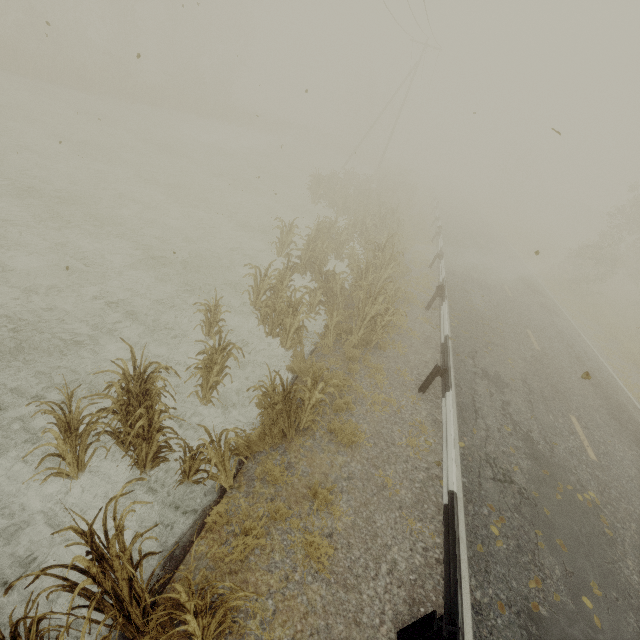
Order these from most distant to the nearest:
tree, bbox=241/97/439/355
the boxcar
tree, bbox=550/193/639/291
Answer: the boxcar, tree, bbox=550/193/639/291, tree, bbox=241/97/439/355

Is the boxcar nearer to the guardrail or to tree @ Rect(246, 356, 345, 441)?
the guardrail

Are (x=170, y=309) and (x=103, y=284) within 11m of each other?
yes

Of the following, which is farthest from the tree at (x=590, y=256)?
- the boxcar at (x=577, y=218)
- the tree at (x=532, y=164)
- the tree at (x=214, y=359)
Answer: the tree at (x=532, y=164)

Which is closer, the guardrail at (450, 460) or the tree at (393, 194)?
the guardrail at (450, 460)

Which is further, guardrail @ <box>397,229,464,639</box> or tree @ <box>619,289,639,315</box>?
tree @ <box>619,289,639,315</box>

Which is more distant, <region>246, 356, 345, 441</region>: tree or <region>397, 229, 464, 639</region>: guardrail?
<region>246, 356, 345, 441</region>: tree

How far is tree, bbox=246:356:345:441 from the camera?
5.4 meters
